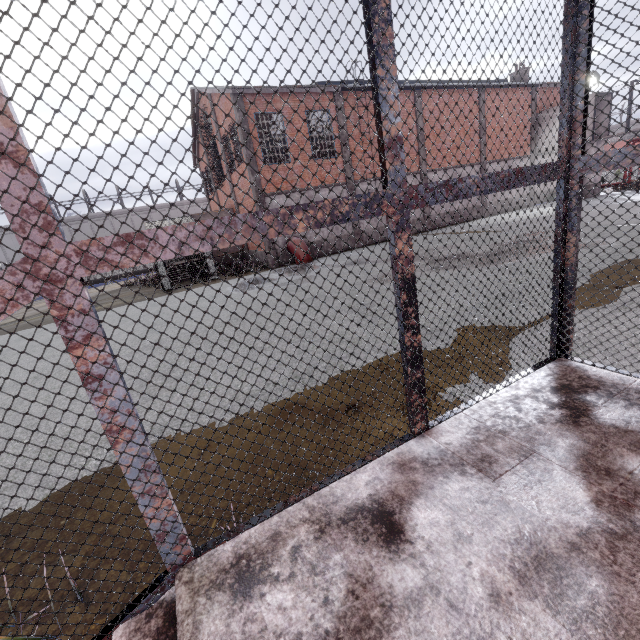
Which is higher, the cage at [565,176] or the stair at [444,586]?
the cage at [565,176]

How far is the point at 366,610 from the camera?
1.22m

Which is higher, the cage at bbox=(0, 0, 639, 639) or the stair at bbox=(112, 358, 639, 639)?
the cage at bbox=(0, 0, 639, 639)
